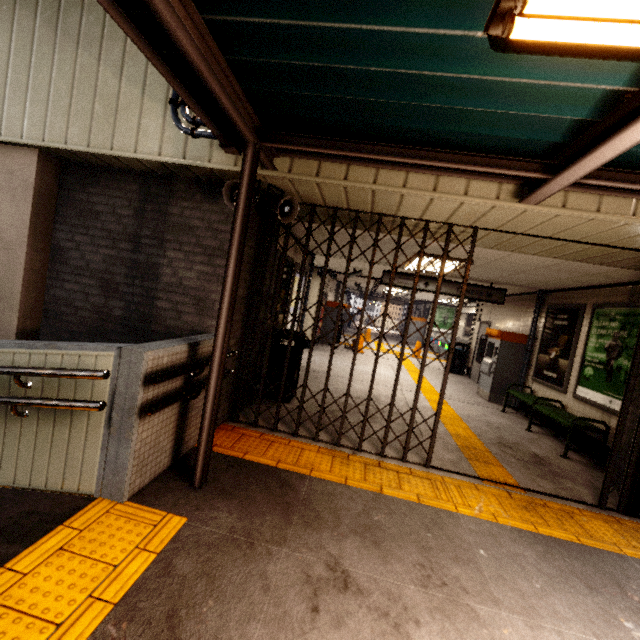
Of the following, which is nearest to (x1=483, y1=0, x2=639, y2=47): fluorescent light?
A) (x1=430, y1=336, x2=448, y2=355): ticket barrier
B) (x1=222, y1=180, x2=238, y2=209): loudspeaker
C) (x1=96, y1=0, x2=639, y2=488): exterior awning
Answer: (x1=96, y1=0, x2=639, y2=488): exterior awning

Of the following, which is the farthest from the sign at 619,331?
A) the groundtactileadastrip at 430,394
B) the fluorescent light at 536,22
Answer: the fluorescent light at 536,22

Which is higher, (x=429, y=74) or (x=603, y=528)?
(x=429, y=74)

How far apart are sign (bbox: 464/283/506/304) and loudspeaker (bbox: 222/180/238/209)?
5.0 meters

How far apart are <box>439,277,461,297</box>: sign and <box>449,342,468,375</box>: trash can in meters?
4.1 m

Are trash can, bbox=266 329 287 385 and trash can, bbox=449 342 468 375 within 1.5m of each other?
no

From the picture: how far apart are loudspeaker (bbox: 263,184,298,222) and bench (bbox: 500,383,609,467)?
5.43m

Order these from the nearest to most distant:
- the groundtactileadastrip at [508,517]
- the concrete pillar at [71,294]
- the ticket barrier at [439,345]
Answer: the groundtactileadastrip at [508,517], the concrete pillar at [71,294], the ticket barrier at [439,345]
